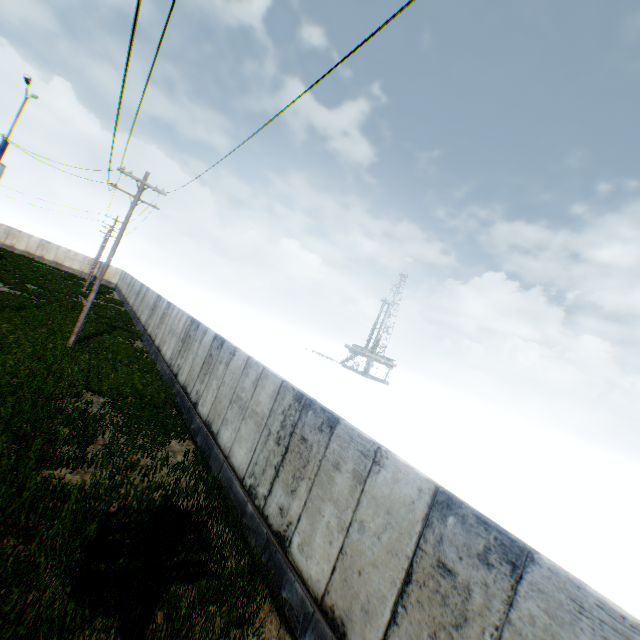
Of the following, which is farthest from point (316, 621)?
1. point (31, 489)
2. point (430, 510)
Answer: point (31, 489)
